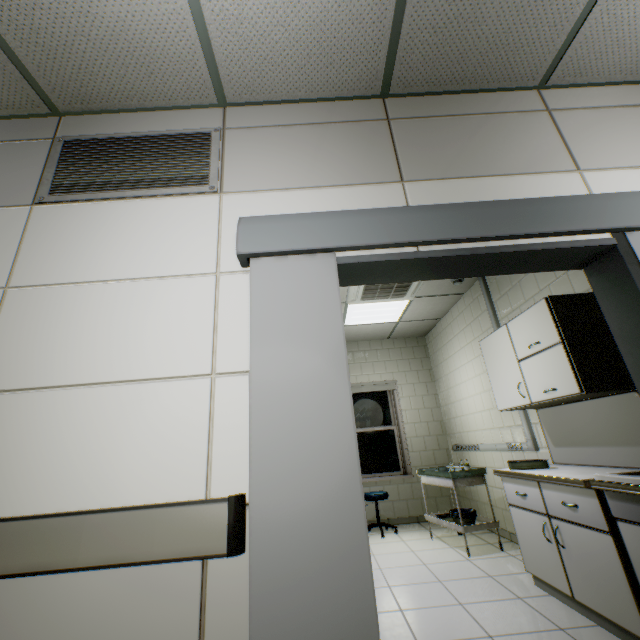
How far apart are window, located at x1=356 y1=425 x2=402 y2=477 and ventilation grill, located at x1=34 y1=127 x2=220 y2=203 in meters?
5.3

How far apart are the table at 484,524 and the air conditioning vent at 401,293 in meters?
2.3 m

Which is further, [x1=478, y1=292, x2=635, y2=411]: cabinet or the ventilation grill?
[x1=478, y1=292, x2=635, y2=411]: cabinet

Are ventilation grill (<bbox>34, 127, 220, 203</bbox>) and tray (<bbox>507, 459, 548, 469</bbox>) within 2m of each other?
no

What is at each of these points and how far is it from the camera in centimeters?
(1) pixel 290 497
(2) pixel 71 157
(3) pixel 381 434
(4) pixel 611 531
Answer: (1) doorway, 112cm
(2) ventilation grill, 183cm
(3) window, 610cm
(4) laboratory table, 202cm

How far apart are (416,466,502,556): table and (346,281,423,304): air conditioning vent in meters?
2.3 m

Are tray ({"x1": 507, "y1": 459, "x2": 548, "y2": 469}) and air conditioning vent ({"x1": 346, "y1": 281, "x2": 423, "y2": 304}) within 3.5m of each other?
yes

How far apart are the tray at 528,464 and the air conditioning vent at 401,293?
2.2m
